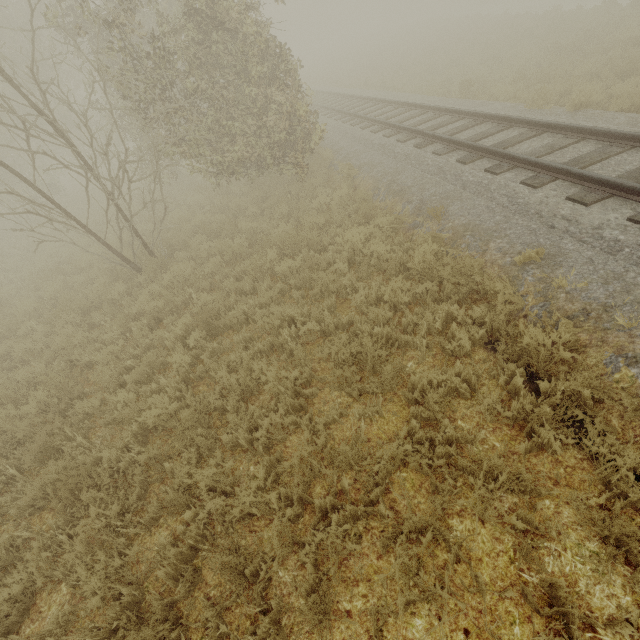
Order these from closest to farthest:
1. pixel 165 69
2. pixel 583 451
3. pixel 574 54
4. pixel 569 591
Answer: pixel 569 591 < pixel 583 451 < pixel 165 69 < pixel 574 54
